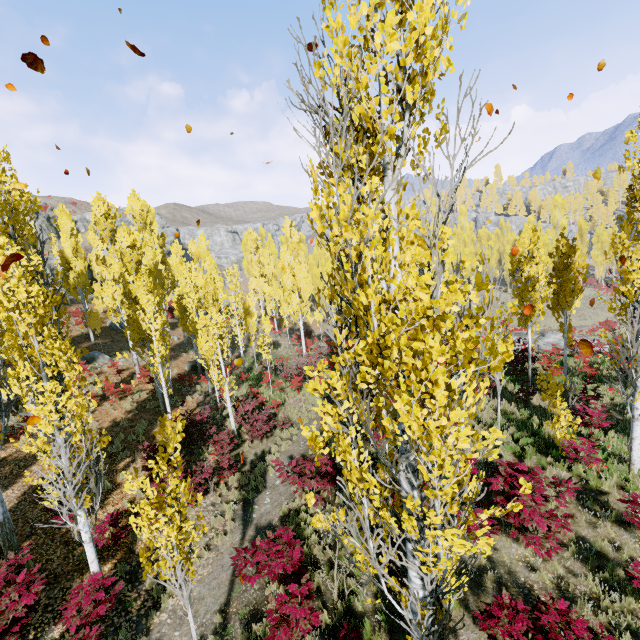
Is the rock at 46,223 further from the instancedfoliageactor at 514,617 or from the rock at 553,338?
the rock at 553,338

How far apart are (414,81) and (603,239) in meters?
73.0

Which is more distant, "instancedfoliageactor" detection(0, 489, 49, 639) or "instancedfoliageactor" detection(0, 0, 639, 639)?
"instancedfoliageactor" detection(0, 489, 49, 639)

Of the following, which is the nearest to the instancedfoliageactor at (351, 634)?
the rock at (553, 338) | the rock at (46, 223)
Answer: the rock at (553, 338)

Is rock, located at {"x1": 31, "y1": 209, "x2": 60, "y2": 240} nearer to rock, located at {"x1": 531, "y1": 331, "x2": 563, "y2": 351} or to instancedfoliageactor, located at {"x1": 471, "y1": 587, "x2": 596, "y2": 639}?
instancedfoliageactor, located at {"x1": 471, "y1": 587, "x2": 596, "y2": 639}

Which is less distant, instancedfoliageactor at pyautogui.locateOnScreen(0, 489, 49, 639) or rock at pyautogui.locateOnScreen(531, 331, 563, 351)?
instancedfoliageactor at pyautogui.locateOnScreen(0, 489, 49, 639)

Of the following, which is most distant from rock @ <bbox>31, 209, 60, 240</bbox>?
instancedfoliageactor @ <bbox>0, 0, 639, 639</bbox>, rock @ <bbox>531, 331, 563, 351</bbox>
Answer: rock @ <bbox>531, 331, 563, 351</bbox>
